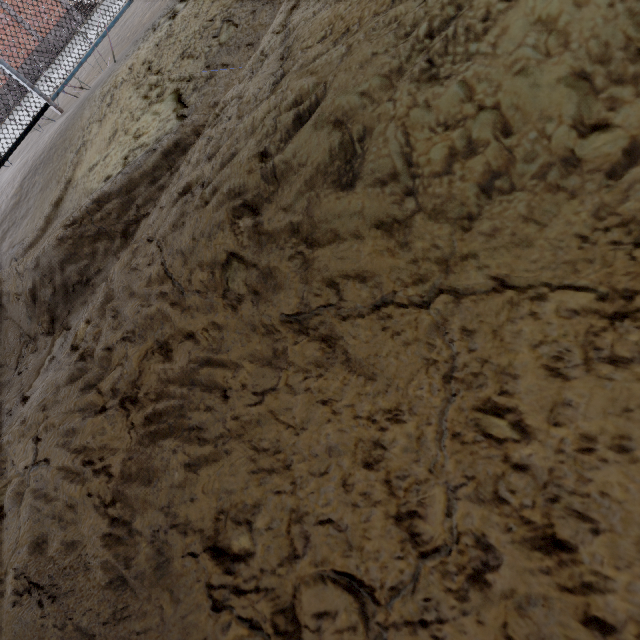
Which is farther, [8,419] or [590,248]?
[8,419]
